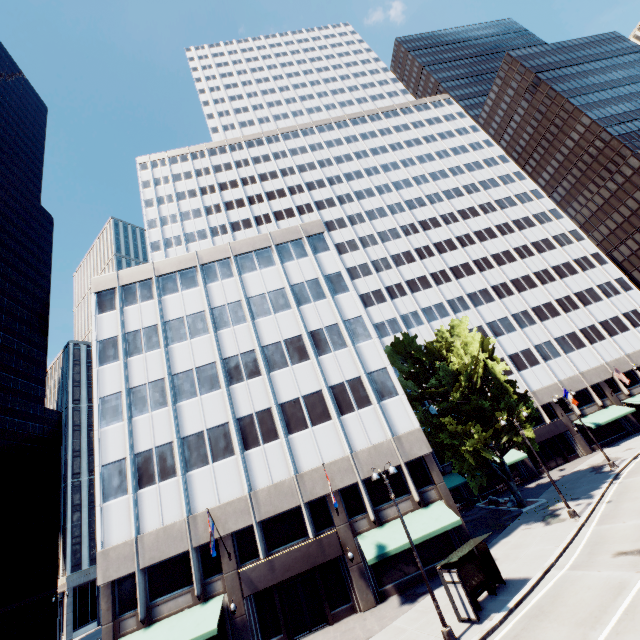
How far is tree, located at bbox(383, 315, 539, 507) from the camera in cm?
2711

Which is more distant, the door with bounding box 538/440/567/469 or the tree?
the door with bounding box 538/440/567/469

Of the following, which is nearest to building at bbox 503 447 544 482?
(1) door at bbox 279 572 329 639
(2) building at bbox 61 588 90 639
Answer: (1) door at bbox 279 572 329 639

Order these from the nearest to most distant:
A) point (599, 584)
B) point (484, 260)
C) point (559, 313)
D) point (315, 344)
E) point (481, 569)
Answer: point (599, 584) → point (481, 569) → point (315, 344) → point (559, 313) → point (484, 260)

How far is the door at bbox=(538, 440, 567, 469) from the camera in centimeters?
3975cm

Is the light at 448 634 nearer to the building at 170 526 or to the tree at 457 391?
the building at 170 526

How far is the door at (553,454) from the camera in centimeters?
3975cm

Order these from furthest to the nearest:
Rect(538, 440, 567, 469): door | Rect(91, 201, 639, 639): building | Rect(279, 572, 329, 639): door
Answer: Rect(538, 440, 567, 469): door
Rect(91, 201, 639, 639): building
Rect(279, 572, 329, 639): door
